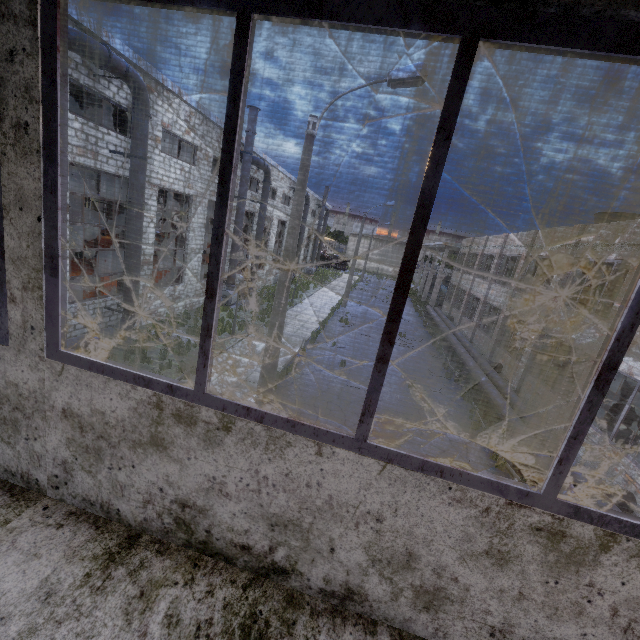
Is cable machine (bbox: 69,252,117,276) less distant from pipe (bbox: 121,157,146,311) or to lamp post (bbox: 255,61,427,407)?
pipe (bbox: 121,157,146,311)

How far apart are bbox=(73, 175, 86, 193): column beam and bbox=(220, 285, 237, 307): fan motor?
18.7m

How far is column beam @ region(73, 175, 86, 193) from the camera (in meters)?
29.67

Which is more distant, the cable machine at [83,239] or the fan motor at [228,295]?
the cable machine at [83,239]

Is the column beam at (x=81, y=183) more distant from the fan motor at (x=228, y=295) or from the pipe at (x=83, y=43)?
the pipe at (x=83, y=43)

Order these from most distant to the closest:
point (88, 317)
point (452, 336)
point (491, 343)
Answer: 1. point (452, 336)
2. point (491, 343)
3. point (88, 317)

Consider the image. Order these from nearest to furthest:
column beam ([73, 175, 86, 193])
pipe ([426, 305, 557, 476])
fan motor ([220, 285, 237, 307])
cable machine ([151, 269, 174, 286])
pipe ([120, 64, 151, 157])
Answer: pipe ([426, 305, 557, 476]), pipe ([120, 64, 151, 157]), cable machine ([151, 269, 174, 286]), fan motor ([220, 285, 237, 307]), column beam ([73, 175, 86, 193])
